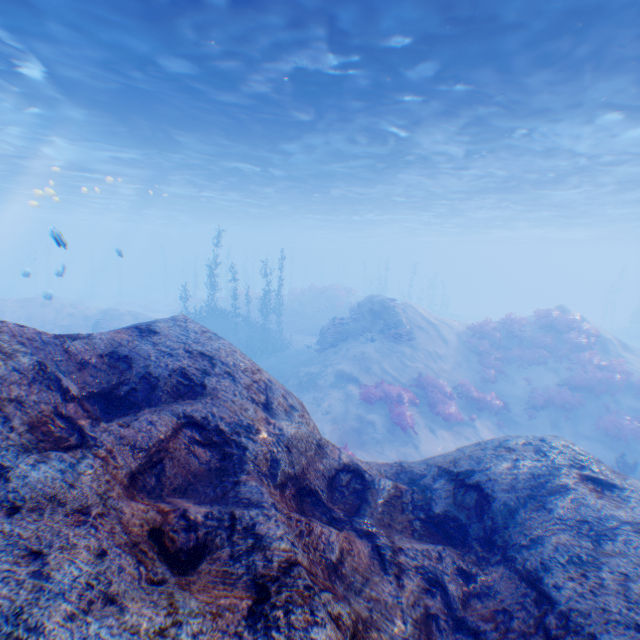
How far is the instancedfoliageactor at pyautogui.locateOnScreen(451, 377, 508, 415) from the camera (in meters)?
15.07

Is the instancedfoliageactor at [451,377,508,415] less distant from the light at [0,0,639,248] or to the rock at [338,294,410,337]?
the rock at [338,294,410,337]

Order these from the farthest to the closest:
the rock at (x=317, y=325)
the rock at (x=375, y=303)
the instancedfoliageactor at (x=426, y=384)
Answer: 1. the rock at (x=317, y=325)
2. the rock at (x=375, y=303)
3. the instancedfoliageactor at (x=426, y=384)

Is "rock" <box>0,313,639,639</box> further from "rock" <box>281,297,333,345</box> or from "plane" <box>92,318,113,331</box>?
"rock" <box>281,297,333,345</box>

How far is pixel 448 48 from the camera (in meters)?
9.16

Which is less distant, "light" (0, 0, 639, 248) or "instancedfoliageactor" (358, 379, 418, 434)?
"light" (0, 0, 639, 248)

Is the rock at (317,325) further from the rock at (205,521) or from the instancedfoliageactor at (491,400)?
the instancedfoliageactor at (491,400)

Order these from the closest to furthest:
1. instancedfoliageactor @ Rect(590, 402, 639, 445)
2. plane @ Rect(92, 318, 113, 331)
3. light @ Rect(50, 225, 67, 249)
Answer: light @ Rect(50, 225, 67, 249), instancedfoliageactor @ Rect(590, 402, 639, 445), plane @ Rect(92, 318, 113, 331)
